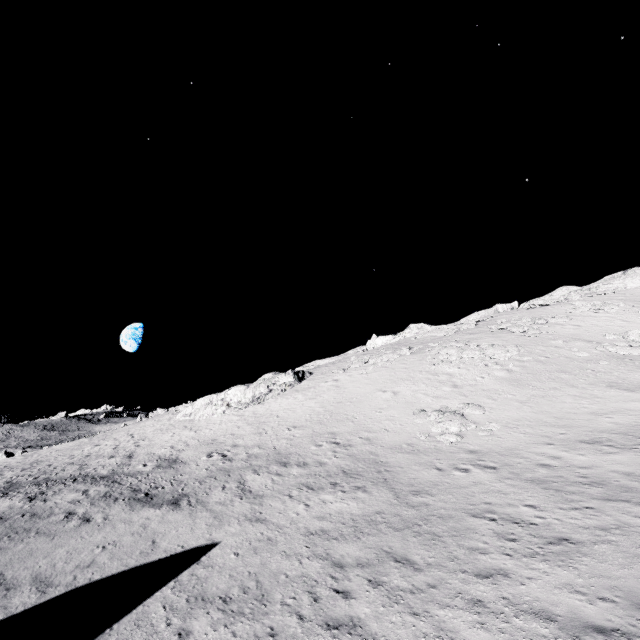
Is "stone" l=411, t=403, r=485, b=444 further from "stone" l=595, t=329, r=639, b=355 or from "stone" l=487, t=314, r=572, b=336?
"stone" l=487, t=314, r=572, b=336

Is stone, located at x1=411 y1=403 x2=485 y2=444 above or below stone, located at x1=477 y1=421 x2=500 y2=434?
above

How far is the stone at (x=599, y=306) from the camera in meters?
37.2

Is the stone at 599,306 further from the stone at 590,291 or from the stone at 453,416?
the stone at 453,416

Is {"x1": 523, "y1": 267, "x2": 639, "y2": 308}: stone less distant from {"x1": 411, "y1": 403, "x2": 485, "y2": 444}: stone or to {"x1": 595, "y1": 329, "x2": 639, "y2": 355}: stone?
{"x1": 595, "y1": 329, "x2": 639, "y2": 355}: stone

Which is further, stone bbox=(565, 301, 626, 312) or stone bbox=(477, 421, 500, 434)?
stone bbox=(565, 301, 626, 312)

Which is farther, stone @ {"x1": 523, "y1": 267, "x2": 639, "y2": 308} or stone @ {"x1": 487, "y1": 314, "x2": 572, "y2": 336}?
stone @ {"x1": 523, "y1": 267, "x2": 639, "y2": 308}

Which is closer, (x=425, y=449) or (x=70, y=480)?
(x=425, y=449)
